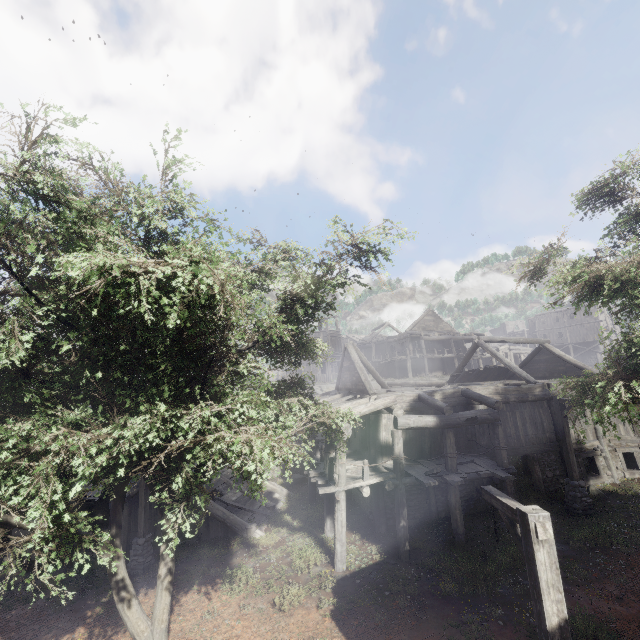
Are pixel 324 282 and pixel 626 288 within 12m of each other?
yes

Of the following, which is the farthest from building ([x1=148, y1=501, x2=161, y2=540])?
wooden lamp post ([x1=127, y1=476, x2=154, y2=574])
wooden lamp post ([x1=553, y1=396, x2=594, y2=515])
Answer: wooden lamp post ([x1=553, y1=396, x2=594, y2=515])

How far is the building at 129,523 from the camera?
13.9m

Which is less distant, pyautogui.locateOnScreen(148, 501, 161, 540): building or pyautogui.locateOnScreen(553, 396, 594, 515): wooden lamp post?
pyautogui.locateOnScreen(553, 396, 594, 515): wooden lamp post

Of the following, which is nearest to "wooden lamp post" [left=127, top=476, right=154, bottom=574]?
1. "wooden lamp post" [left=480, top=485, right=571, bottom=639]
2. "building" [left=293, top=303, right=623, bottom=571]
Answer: "building" [left=293, top=303, right=623, bottom=571]

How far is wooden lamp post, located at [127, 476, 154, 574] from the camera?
13.0m

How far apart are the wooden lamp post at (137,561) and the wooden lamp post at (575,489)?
17.5 meters

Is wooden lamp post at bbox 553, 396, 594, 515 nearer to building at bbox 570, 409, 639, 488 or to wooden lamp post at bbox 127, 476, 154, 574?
building at bbox 570, 409, 639, 488
